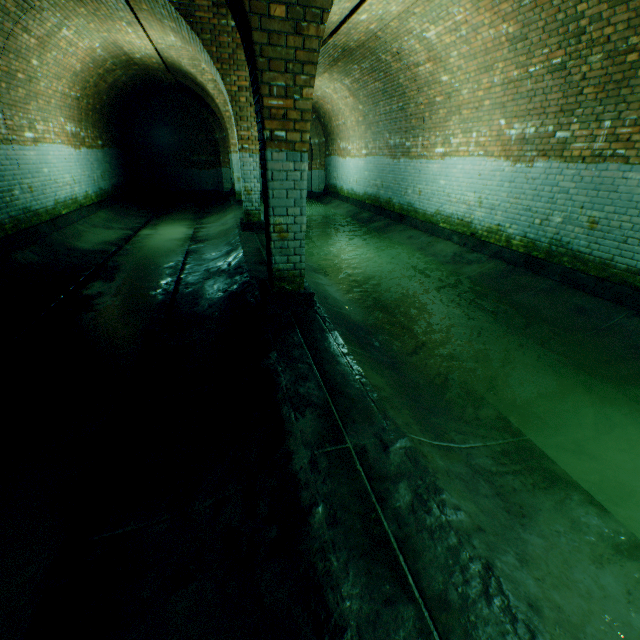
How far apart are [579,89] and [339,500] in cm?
663
